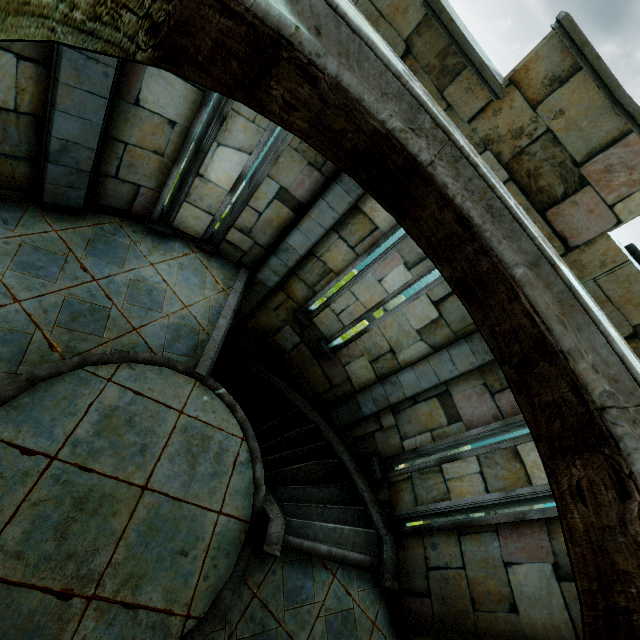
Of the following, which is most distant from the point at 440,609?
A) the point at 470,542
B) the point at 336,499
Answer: the point at 336,499
